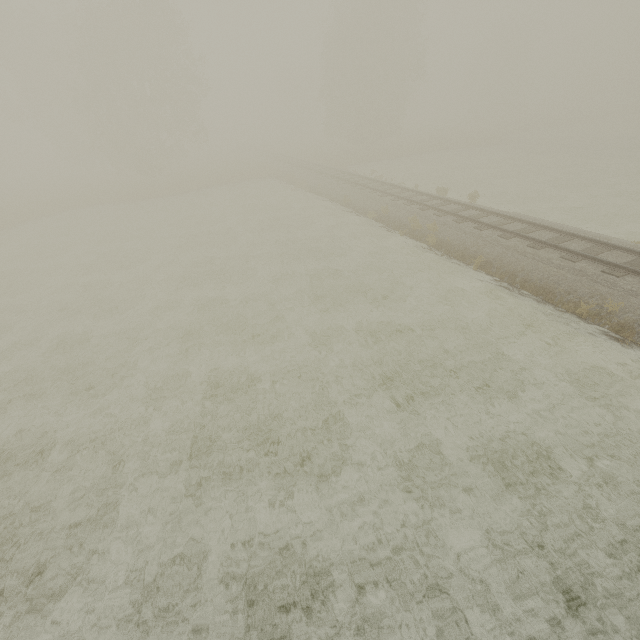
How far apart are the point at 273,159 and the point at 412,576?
45.7m
